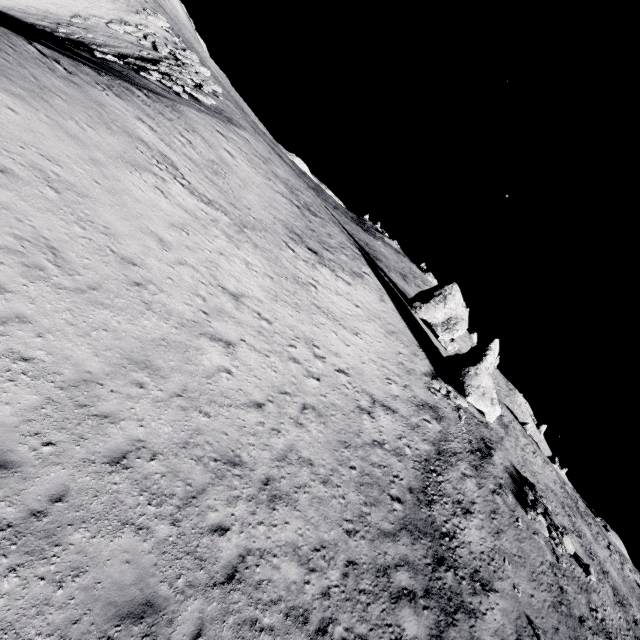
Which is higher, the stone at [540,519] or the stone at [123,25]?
the stone at [540,519]

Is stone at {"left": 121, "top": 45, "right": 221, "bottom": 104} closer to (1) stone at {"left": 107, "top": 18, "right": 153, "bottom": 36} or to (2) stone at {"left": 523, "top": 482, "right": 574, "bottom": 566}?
(1) stone at {"left": 107, "top": 18, "right": 153, "bottom": 36}

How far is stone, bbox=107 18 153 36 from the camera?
38.13m

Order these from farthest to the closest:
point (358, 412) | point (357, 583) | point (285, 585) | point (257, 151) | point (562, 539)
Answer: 1. point (257, 151)
2. point (562, 539)
3. point (358, 412)
4. point (357, 583)
5. point (285, 585)

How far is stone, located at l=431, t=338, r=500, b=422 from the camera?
28.73m

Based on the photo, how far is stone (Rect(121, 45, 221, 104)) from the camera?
25.8 meters

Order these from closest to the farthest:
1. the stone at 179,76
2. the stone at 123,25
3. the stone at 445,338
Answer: the stone at 179,76
the stone at 123,25
the stone at 445,338

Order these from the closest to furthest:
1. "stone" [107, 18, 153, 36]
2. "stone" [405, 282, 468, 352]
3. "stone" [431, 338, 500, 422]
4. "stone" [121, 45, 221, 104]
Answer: "stone" [121, 45, 221, 104] → "stone" [431, 338, 500, 422] → "stone" [107, 18, 153, 36] → "stone" [405, 282, 468, 352]
